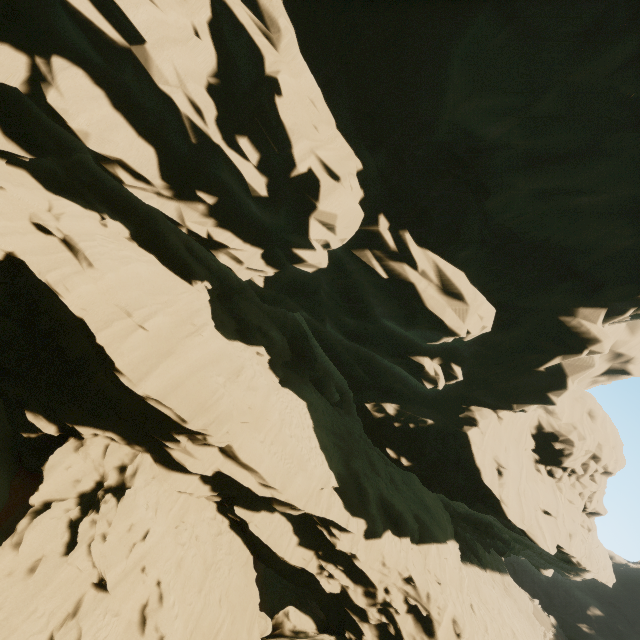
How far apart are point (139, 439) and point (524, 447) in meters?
20.9 m
